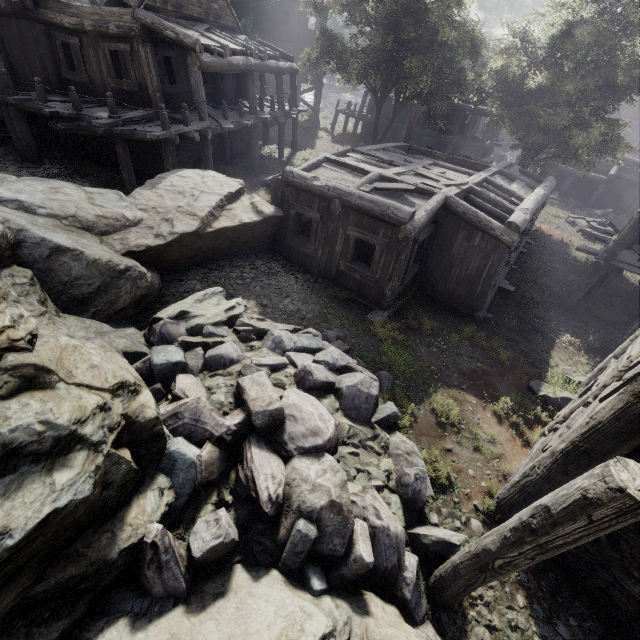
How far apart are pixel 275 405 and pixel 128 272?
4.7m

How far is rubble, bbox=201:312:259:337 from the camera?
6.7m

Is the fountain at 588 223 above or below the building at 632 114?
below

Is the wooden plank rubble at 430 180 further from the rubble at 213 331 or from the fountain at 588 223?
the fountain at 588 223

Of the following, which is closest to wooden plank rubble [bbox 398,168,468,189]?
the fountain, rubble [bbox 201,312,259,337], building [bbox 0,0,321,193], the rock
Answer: building [bbox 0,0,321,193]

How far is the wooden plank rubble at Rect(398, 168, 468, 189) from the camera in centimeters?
1067cm
